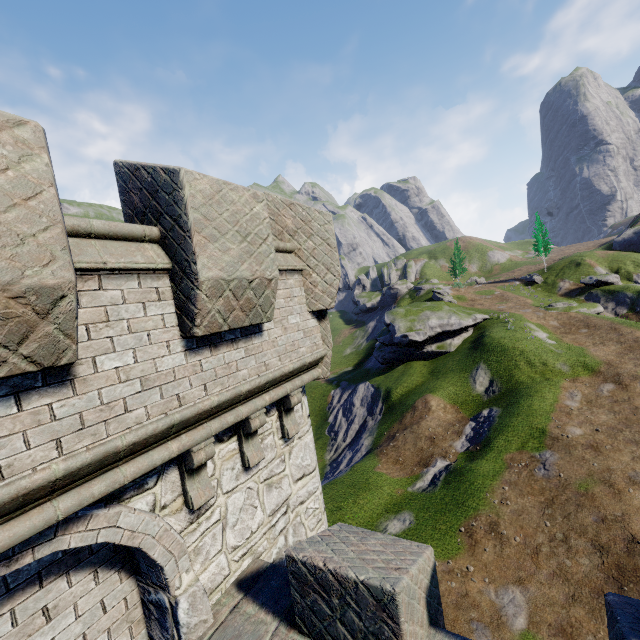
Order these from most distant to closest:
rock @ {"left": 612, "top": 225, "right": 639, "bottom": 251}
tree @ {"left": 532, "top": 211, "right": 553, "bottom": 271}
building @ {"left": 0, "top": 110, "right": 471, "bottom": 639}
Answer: tree @ {"left": 532, "top": 211, "right": 553, "bottom": 271}, rock @ {"left": 612, "top": 225, "right": 639, "bottom": 251}, building @ {"left": 0, "top": 110, "right": 471, "bottom": 639}

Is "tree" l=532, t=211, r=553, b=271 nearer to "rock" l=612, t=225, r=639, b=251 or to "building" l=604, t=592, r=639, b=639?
"rock" l=612, t=225, r=639, b=251

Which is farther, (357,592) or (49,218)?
(357,592)

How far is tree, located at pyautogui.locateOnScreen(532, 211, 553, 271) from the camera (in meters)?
56.31

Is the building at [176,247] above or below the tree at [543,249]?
below

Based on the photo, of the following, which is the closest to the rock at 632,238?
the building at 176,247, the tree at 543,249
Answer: the tree at 543,249
